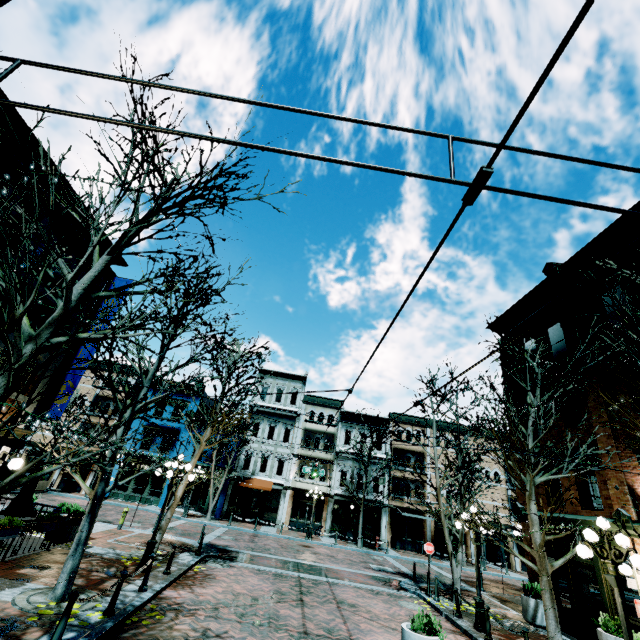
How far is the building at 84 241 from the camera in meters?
10.1 m

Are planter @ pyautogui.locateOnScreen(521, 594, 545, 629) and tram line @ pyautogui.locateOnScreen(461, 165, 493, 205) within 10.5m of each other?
no

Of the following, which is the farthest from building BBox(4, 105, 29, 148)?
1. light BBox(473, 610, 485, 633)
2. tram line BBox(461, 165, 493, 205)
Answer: tram line BBox(461, 165, 493, 205)

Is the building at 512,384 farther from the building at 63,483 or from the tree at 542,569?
the building at 63,483

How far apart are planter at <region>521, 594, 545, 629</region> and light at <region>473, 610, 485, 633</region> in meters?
3.2 m

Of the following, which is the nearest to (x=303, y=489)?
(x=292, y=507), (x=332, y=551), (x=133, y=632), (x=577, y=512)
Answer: (x=292, y=507)

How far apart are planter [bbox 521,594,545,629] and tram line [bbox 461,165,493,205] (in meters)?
17.51

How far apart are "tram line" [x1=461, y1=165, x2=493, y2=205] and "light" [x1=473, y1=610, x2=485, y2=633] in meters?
13.5 m
